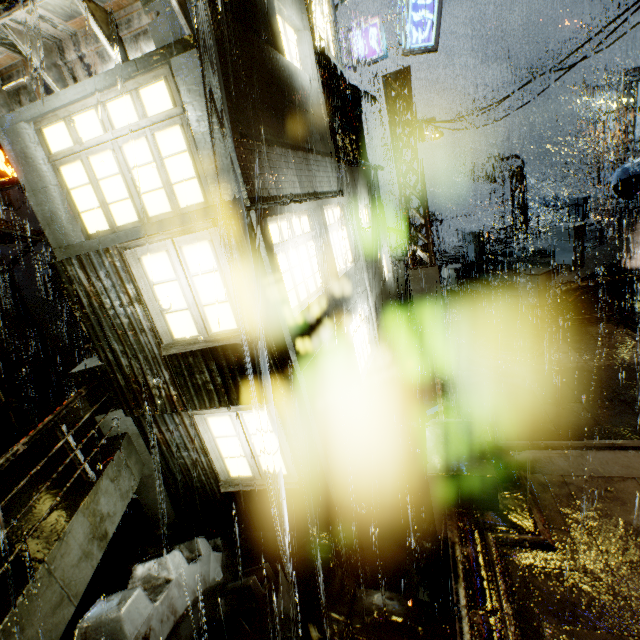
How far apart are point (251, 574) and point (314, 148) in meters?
9.3 m

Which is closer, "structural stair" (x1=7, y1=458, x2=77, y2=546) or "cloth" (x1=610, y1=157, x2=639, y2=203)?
"structural stair" (x1=7, y1=458, x2=77, y2=546)

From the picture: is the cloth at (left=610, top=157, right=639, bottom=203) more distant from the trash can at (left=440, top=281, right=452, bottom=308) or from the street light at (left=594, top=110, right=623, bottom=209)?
the street light at (left=594, top=110, right=623, bottom=209)

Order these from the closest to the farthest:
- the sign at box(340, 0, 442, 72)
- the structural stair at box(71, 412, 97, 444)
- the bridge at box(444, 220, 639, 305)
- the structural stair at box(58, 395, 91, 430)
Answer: the structural stair at box(71, 412, 97, 444), the structural stair at box(58, 395, 91, 430), the sign at box(340, 0, 442, 72), the bridge at box(444, 220, 639, 305)

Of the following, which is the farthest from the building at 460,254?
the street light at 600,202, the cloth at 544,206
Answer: the cloth at 544,206

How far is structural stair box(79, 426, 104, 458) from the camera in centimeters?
599cm

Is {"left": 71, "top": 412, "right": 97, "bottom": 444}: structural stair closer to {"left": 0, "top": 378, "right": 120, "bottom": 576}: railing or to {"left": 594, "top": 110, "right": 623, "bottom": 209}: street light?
{"left": 0, "top": 378, "right": 120, "bottom": 576}: railing

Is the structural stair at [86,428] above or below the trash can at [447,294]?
above
